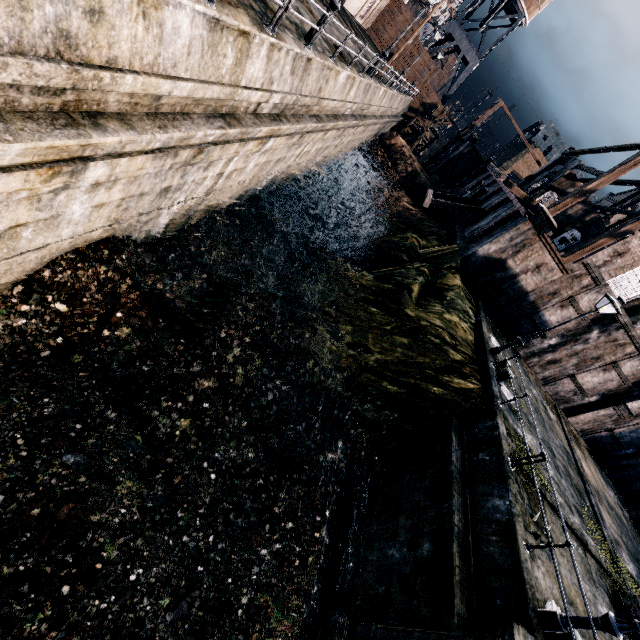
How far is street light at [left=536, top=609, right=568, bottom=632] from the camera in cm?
775

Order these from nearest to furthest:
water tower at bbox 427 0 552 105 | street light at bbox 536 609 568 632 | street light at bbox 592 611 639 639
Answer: street light at bbox 592 611 639 639, street light at bbox 536 609 568 632, water tower at bbox 427 0 552 105

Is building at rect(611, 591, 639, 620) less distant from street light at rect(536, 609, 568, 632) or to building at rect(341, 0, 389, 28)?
street light at rect(536, 609, 568, 632)

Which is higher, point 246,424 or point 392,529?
point 392,529

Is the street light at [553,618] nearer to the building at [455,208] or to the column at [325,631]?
the column at [325,631]

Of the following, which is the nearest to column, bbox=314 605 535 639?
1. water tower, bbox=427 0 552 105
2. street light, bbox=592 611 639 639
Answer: street light, bbox=592 611 639 639

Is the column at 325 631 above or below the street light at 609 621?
below

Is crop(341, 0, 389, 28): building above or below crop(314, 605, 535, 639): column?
above
